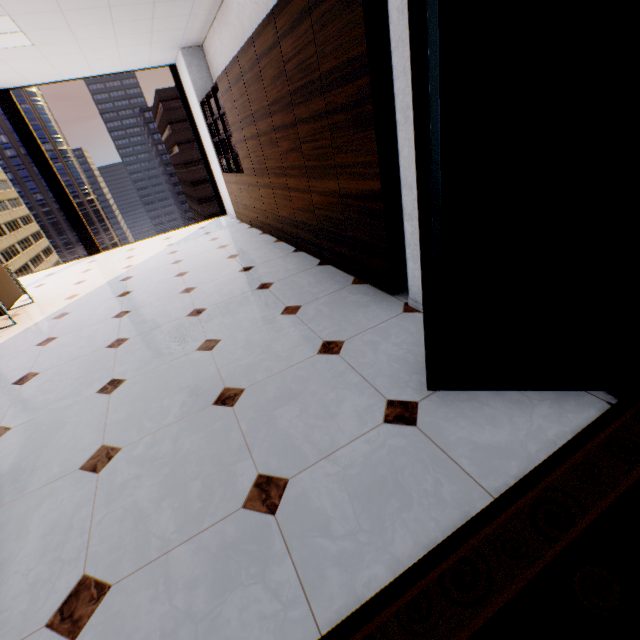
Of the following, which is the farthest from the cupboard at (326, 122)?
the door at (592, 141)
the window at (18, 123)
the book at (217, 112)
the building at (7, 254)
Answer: the building at (7, 254)

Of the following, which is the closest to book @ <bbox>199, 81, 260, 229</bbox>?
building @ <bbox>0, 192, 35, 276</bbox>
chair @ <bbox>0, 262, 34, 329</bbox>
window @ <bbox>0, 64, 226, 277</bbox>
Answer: window @ <bbox>0, 64, 226, 277</bbox>

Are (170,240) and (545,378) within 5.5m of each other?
no

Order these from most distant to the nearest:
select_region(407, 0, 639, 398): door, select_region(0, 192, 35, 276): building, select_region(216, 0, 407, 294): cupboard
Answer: select_region(0, 192, 35, 276): building → select_region(216, 0, 407, 294): cupboard → select_region(407, 0, 639, 398): door

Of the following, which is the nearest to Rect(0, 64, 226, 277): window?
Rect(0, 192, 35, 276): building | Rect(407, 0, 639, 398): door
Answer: Rect(407, 0, 639, 398): door

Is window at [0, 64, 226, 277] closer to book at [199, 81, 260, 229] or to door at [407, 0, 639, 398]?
book at [199, 81, 260, 229]

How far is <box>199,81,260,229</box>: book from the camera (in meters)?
5.16

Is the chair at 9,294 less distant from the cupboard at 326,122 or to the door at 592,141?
the cupboard at 326,122
